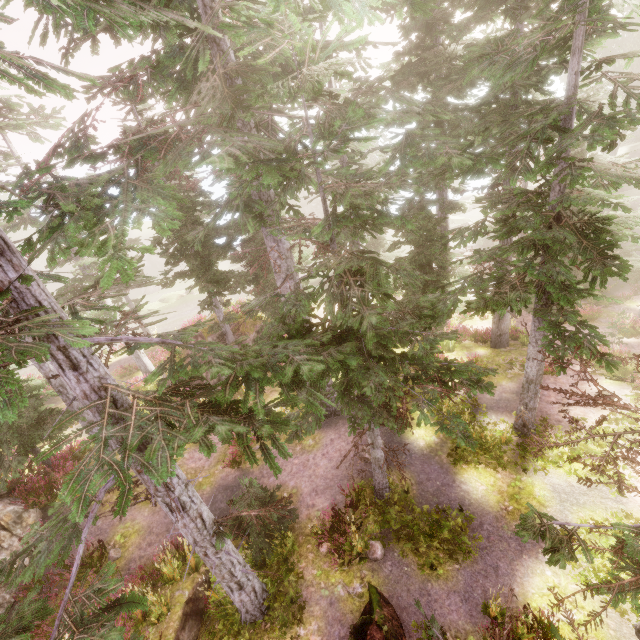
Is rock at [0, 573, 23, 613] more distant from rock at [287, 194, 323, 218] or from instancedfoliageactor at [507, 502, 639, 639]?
rock at [287, 194, 323, 218]

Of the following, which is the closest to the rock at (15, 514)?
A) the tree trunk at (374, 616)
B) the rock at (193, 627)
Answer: the rock at (193, 627)

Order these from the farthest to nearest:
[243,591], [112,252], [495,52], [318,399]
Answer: [112,252]
[243,591]
[318,399]
[495,52]

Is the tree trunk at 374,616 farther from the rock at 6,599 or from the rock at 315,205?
the rock at 315,205

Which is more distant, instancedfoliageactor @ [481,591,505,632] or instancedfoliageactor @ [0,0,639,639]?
instancedfoliageactor @ [481,591,505,632]

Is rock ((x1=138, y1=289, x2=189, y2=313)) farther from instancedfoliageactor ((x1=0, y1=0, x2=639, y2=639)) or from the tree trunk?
the tree trunk

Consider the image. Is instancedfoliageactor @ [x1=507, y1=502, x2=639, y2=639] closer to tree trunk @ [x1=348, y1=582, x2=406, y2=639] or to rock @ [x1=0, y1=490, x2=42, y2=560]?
rock @ [x1=0, y1=490, x2=42, y2=560]
